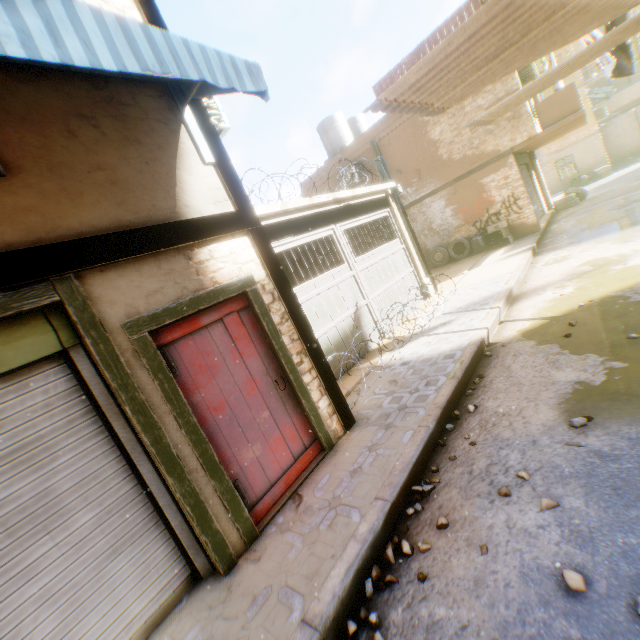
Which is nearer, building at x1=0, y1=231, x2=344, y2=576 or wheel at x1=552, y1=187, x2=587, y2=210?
building at x1=0, y1=231, x2=344, y2=576

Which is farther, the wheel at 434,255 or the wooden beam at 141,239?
the wheel at 434,255

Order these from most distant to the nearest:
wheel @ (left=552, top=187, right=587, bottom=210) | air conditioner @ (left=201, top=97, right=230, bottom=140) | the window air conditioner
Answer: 1. the window air conditioner
2. wheel @ (left=552, top=187, right=587, bottom=210)
3. air conditioner @ (left=201, top=97, right=230, bottom=140)

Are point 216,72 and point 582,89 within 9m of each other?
no

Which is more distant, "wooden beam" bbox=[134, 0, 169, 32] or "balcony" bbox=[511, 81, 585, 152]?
"balcony" bbox=[511, 81, 585, 152]

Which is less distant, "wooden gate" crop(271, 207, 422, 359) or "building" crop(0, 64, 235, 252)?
"building" crop(0, 64, 235, 252)

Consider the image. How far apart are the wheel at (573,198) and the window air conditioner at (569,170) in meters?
8.2 m

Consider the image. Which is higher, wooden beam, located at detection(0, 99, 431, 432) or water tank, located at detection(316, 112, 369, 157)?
water tank, located at detection(316, 112, 369, 157)
